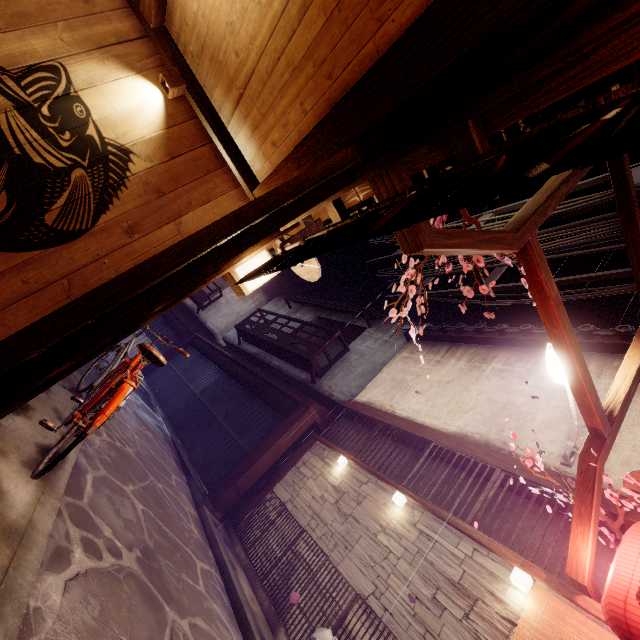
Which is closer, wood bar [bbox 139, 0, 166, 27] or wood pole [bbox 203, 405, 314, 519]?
wood bar [bbox 139, 0, 166, 27]

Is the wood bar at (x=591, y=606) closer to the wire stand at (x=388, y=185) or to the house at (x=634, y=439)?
the wire stand at (x=388, y=185)

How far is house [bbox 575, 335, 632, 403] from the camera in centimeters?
1036cm

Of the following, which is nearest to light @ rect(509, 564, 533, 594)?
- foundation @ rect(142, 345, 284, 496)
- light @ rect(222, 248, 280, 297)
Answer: light @ rect(222, 248, 280, 297)

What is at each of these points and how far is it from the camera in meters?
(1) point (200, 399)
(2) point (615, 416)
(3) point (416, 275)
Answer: (1) foundation, 21.7
(2) wire stand, 7.0
(3) plant, 5.7

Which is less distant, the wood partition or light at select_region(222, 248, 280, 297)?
light at select_region(222, 248, 280, 297)

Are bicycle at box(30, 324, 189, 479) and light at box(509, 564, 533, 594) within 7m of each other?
no

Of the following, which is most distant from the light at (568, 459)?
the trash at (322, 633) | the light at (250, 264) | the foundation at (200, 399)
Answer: the foundation at (200, 399)
